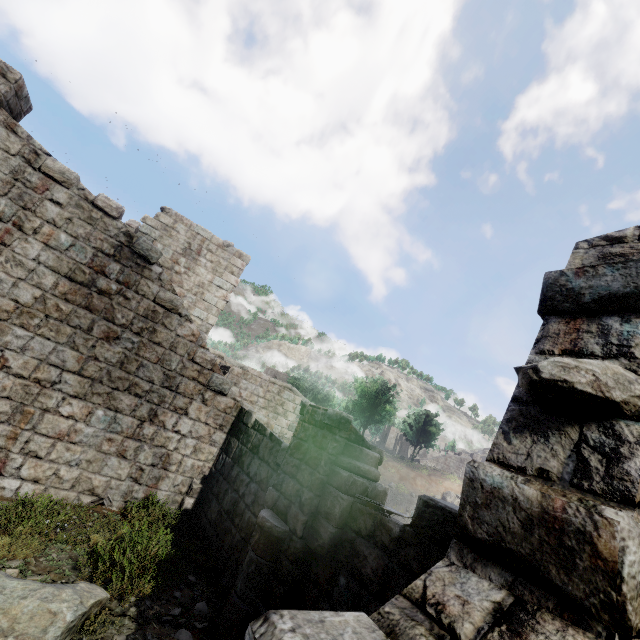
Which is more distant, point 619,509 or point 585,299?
point 585,299
